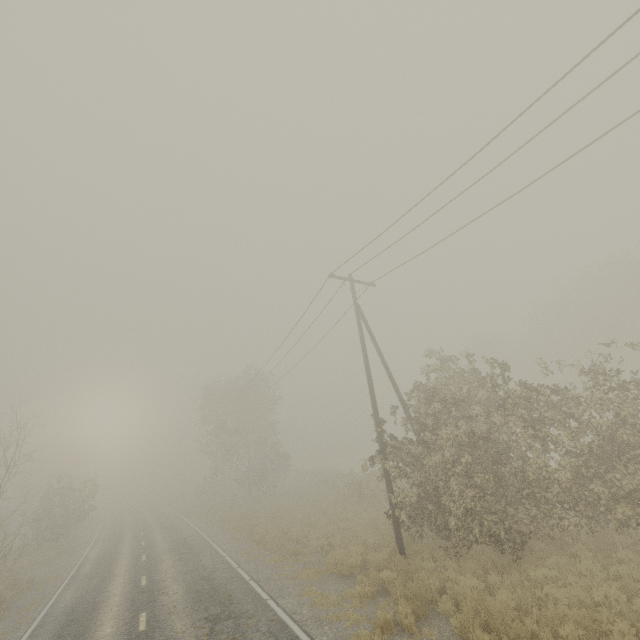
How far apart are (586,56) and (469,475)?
11.92m
